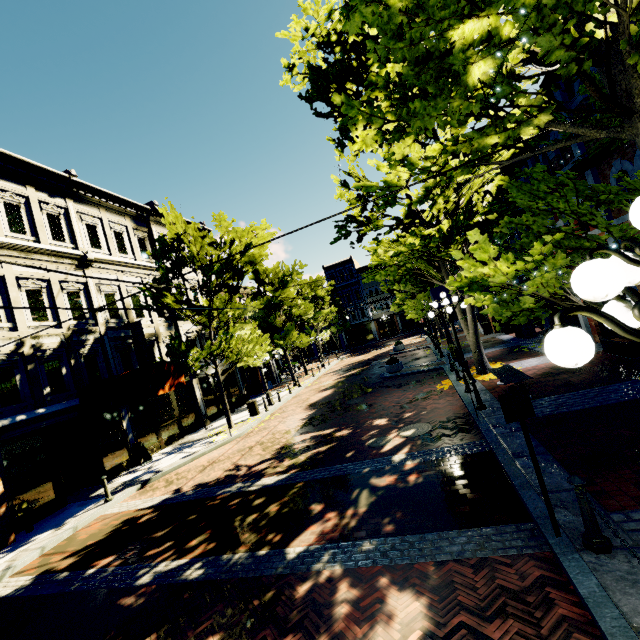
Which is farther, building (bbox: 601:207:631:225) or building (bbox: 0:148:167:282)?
building (bbox: 0:148:167:282)

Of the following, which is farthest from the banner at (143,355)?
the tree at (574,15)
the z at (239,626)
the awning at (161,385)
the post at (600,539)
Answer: the post at (600,539)

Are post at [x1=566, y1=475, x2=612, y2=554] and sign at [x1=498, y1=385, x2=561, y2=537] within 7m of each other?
yes

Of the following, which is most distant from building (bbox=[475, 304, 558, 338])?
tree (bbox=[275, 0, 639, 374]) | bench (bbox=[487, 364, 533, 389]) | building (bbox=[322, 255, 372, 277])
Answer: bench (bbox=[487, 364, 533, 389])

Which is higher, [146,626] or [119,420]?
[119,420]

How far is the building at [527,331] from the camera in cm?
1686

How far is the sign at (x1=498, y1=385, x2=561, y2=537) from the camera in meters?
4.2 m

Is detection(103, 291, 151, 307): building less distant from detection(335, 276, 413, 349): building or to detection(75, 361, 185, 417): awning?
detection(75, 361, 185, 417): awning
